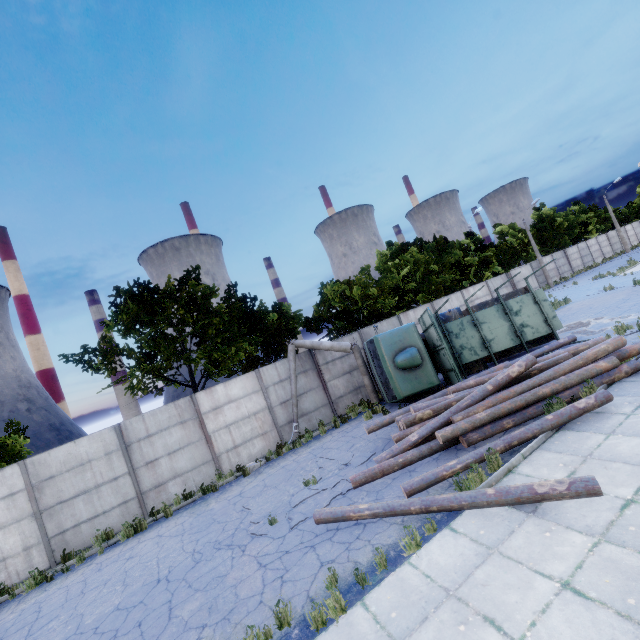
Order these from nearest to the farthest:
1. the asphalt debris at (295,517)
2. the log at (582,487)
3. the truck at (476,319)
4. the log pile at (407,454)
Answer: the log at (582,487) < the asphalt debris at (295,517) < the log pile at (407,454) < the truck at (476,319)

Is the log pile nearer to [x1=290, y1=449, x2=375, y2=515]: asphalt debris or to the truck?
[x1=290, y1=449, x2=375, y2=515]: asphalt debris

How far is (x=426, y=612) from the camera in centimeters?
440cm

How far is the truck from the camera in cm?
1289

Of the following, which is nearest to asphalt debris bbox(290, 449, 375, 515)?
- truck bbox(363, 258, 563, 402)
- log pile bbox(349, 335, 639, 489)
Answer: log pile bbox(349, 335, 639, 489)

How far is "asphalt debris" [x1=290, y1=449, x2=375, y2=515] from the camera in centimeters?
844cm

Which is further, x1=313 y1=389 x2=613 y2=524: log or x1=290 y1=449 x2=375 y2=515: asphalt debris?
x1=290 y1=449 x2=375 y2=515: asphalt debris

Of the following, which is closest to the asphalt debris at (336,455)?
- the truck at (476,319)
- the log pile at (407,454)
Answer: the log pile at (407,454)
